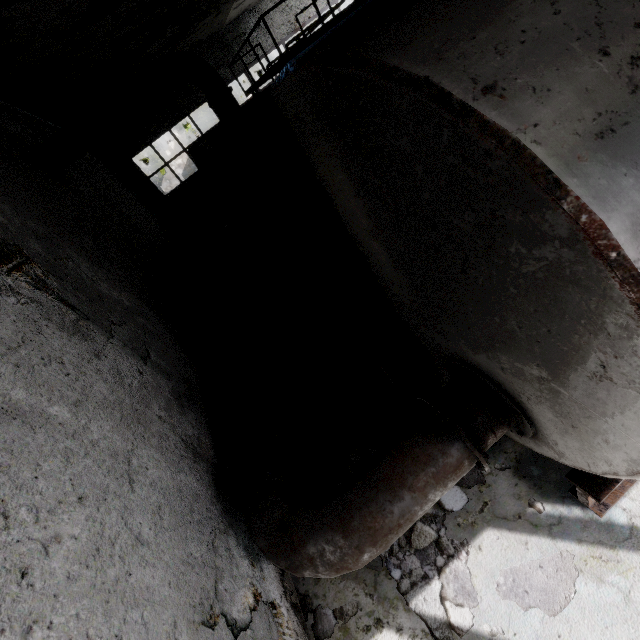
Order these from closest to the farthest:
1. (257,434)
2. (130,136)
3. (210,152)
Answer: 1. (257,434)
2. (210,152)
3. (130,136)

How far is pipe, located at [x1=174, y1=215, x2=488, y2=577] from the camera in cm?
246

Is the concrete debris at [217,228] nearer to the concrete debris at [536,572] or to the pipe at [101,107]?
the pipe at [101,107]

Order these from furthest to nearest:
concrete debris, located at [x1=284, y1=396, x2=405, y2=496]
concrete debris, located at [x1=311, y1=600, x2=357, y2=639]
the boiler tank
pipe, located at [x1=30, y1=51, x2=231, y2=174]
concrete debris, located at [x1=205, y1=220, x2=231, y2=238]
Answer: concrete debris, located at [x1=205, y1=220, x2=231, y2=238]
pipe, located at [x1=30, y1=51, x2=231, y2=174]
concrete debris, located at [x1=284, y1=396, x2=405, y2=496]
concrete debris, located at [x1=311, y1=600, x2=357, y2=639]
the boiler tank

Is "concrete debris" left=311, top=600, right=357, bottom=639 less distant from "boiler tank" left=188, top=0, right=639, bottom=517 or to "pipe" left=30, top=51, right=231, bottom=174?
"boiler tank" left=188, top=0, right=639, bottom=517

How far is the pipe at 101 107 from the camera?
7.0 meters

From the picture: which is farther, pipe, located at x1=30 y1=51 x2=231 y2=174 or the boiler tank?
pipe, located at x1=30 y1=51 x2=231 y2=174

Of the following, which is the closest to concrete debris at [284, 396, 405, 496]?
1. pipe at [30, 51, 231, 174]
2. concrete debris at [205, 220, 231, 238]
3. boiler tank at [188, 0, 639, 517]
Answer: boiler tank at [188, 0, 639, 517]
